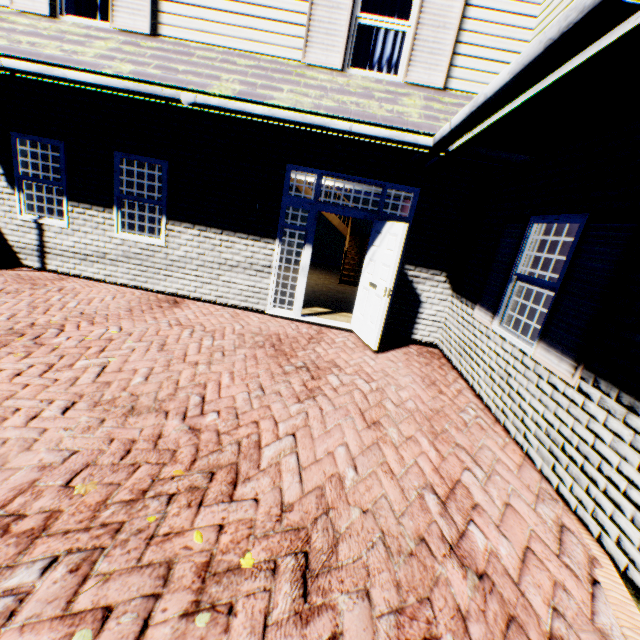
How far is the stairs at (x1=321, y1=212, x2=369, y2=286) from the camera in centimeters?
1164cm

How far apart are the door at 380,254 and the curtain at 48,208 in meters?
6.4

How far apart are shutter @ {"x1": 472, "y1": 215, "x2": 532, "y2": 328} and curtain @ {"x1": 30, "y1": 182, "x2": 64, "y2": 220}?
8.4m

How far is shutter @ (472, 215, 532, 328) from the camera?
4.44m

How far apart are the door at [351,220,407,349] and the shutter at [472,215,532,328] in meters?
1.4 m

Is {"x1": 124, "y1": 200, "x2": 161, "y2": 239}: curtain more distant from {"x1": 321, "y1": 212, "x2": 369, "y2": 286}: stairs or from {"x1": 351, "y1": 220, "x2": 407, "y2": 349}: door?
{"x1": 351, "y1": 220, "x2": 407, "y2": 349}: door

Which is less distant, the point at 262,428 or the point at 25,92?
the point at 262,428

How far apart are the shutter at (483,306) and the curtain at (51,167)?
8.4 meters
